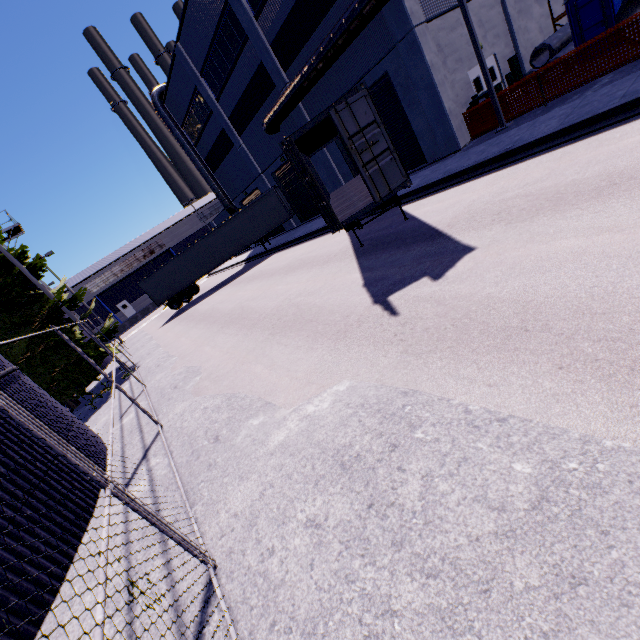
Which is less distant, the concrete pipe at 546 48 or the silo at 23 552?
the silo at 23 552

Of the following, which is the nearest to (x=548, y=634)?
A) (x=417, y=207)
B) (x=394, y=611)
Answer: (x=394, y=611)

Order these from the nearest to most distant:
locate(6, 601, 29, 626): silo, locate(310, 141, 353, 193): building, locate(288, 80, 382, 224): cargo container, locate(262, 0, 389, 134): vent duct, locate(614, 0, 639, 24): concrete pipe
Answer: locate(6, 601, 29, 626): silo → locate(288, 80, 382, 224): cargo container → locate(614, 0, 639, 24): concrete pipe → locate(262, 0, 389, 134): vent duct → locate(310, 141, 353, 193): building

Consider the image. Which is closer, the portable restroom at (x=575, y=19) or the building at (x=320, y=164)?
the portable restroom at (x=575, y=19)

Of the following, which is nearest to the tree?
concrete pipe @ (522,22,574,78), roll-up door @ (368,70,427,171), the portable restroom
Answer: roll-up door @ (368,70,427,171)

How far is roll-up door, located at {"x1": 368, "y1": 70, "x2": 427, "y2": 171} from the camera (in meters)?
15.46

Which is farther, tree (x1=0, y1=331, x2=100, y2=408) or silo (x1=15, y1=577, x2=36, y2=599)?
tree (x1=0, y1=331, x2=100, y2=408)

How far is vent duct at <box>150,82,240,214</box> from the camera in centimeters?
2847cm
